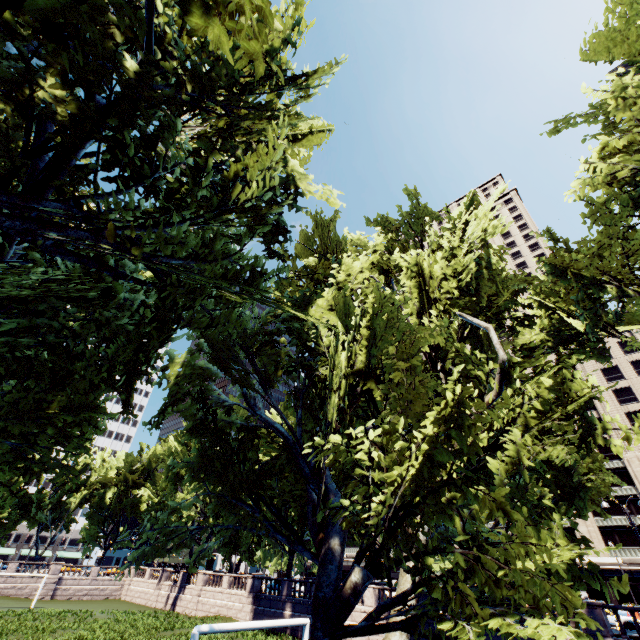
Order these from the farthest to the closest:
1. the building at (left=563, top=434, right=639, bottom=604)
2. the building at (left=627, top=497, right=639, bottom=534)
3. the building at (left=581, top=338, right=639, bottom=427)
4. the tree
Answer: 1. the building at (left=581, top=338, right=639, bottom=427)
2. the building at (left=627, top=497, right=639, bottom=534)
3. the building at (left=563, top=434, right=639, bottom=604)
4. the tree

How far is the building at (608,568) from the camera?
45.5 meters

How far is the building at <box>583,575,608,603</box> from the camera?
45.4 meters

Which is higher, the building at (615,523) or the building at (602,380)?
the building at (602,380)

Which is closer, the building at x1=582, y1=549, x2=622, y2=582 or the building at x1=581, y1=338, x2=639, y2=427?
the building at x1=582, y1=549, x2=622, y2=582

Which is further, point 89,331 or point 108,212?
point 108,212
